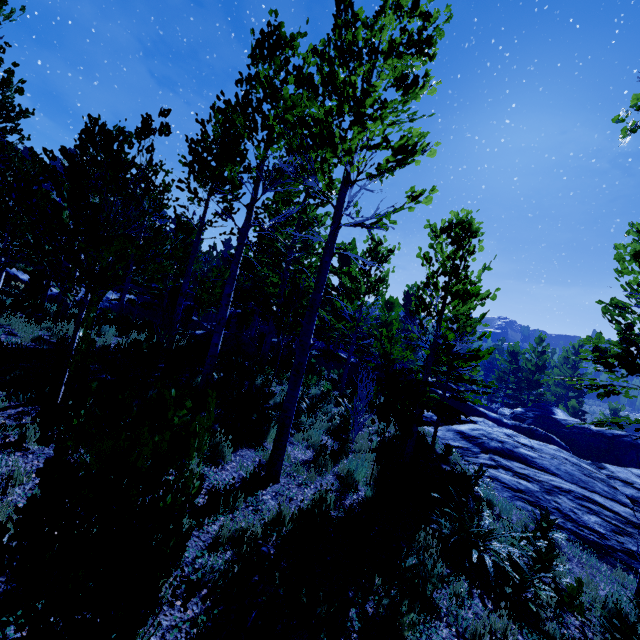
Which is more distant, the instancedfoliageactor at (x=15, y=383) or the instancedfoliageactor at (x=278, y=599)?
the instancedfoliageactor at (x=15, y=383)

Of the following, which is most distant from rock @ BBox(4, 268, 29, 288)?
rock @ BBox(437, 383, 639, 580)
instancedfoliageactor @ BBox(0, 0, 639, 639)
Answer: rock @ BBox(437, 383, 639, 580)

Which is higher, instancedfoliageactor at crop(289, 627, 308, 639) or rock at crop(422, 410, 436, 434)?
rock at crop(422, 410, 436, 434)

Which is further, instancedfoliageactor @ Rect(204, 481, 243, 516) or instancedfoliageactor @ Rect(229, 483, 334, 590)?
instancedfoliageactor @ Rect(204, 481, 243, 516)

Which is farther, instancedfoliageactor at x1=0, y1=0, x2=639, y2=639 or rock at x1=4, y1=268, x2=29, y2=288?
rock at x1=4, y1=268, x2=29, y2=288

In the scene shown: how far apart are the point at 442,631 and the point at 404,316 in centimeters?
654cm

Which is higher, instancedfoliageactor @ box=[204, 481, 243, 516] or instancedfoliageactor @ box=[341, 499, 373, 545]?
instancedfoliageactor @ box=[204, 481, 243, 516]

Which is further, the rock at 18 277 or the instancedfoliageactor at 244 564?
the rock at 18 277
